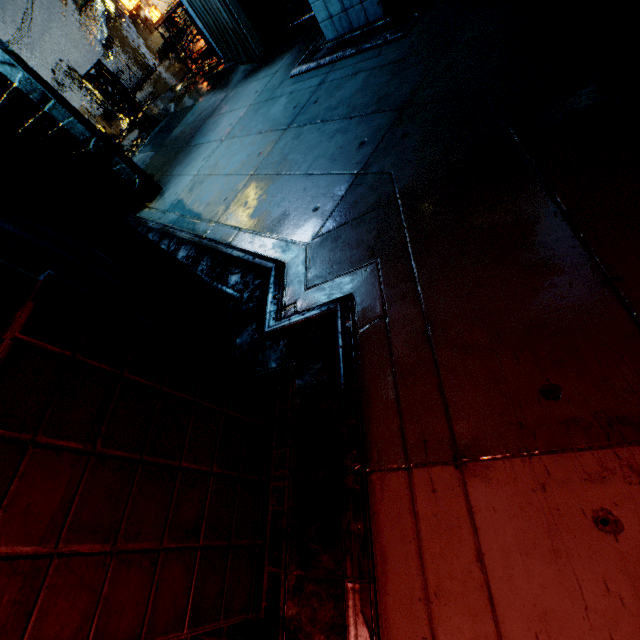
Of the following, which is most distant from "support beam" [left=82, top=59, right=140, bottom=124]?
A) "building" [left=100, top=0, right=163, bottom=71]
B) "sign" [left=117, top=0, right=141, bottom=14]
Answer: "sign" [left=117, top=0, right=141, bottom=14]

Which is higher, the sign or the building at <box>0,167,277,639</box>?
the sign

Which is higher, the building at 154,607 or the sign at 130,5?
the sign at 130,5

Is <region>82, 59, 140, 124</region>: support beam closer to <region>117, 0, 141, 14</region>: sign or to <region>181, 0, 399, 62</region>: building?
<region>181, 0, 399, 62</region>: building

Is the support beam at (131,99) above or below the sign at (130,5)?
below

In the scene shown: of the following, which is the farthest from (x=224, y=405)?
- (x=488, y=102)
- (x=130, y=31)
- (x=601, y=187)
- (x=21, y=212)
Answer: (x=130, y=31)

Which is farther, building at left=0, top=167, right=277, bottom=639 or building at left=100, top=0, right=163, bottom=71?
building at left=100, top=0, right=163, bottom=71
